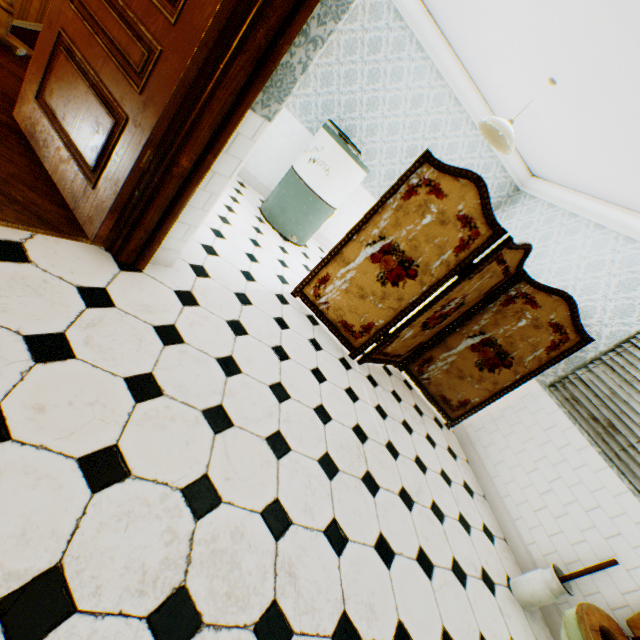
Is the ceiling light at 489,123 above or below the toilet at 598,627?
above

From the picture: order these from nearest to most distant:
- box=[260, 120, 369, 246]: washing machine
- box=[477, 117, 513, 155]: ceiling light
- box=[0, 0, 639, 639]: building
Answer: box=[0, 0, 639, 639]: building, box=[477, 117, 513, 155]: ceiling light, box=[260, 120, 369, 246]: washing machine

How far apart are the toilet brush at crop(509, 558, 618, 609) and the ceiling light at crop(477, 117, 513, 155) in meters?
3.7

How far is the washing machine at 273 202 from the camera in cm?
407

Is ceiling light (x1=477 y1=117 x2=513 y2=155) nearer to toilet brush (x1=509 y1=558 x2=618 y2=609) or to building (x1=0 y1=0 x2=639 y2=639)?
building (x1=0 y1=0 x2=639 y2=639)

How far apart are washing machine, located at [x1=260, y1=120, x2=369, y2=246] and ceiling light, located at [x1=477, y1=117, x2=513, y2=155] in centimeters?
134cm

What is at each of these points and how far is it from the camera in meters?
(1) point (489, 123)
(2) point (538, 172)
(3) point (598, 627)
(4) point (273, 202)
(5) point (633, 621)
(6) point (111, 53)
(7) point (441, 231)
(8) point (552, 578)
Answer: (1) ceiling light, 3.3 m
(2) building, 5.1 m
(3) toilet, 2.1 m
(4) washing machine, 4.5 m
(5) toilet, 2.2 m
(6) childactor, 1.7 m
(7) folding screen, 2.9 m
(8) toilet brush, 2.5 m

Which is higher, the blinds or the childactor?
the blinds
